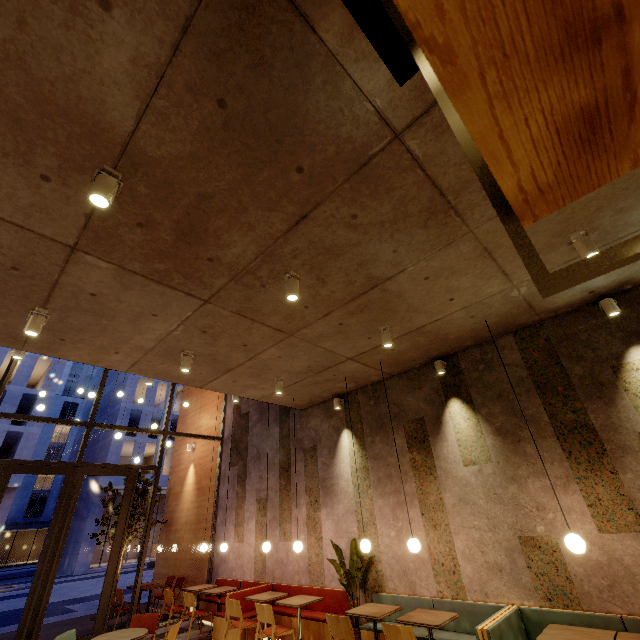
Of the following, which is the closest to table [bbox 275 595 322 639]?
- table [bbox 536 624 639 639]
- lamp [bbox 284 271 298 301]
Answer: table [bbox 536 624 639 639]

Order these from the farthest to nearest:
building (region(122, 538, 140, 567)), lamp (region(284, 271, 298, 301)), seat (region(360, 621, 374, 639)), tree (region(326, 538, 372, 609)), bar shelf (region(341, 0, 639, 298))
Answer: building (region(122, 538, 140, 567)), tree (region(326, 538, 372, 609)), seat (region(360, 621, 374, 639)), lamp (region(284, 271, 298, 301)), bar shelf (region(341, 0, 639, 298))

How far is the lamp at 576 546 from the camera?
3.58m

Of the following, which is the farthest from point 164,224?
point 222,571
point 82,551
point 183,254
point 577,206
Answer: point 82,551

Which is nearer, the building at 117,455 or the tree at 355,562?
the tree at 355,562

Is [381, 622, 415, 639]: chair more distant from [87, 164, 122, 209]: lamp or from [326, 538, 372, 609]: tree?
[87, 164, 122, 209]: lamp

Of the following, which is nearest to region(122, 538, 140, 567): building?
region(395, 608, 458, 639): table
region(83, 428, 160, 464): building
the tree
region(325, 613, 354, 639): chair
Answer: region(83, 428, 160, 464): building

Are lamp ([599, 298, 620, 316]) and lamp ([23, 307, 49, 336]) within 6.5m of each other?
no
